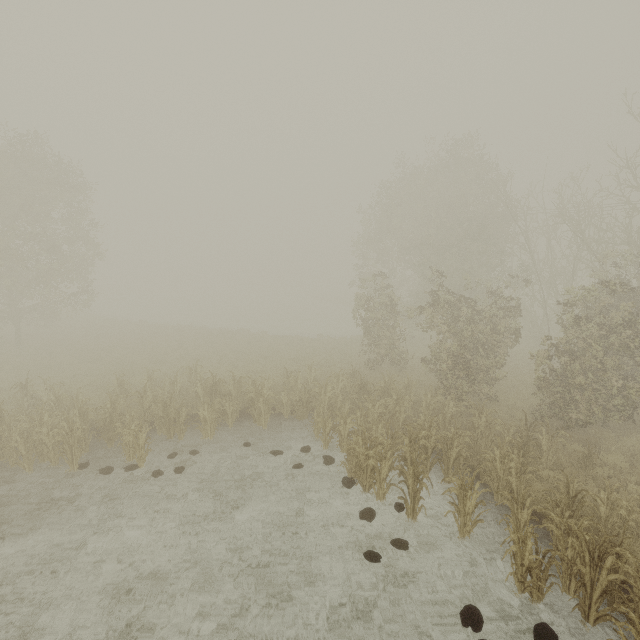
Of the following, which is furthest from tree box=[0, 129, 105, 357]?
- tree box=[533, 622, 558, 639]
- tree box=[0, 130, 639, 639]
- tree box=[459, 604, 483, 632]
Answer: tree box=[533, 622, 558, 639]

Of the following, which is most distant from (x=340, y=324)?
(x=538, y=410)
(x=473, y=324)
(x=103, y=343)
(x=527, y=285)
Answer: (x=538, y=410)

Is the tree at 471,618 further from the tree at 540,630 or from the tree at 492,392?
the tree at 492,392

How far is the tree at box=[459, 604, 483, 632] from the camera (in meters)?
5.74

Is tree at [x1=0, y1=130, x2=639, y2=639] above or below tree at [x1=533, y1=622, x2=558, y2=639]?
above

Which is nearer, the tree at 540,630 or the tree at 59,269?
the tree at 540,630

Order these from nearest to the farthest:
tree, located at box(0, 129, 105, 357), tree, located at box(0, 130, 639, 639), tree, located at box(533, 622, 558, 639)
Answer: tree, located at box(533, 622, 558, 639) → tree, located at box(0, 130, 639, 639) → tree, located at box(0, 129, 105, 357)

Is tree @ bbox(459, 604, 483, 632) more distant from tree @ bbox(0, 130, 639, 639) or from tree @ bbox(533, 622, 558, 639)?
tree @ bbox(0, 130, 639, 639)
